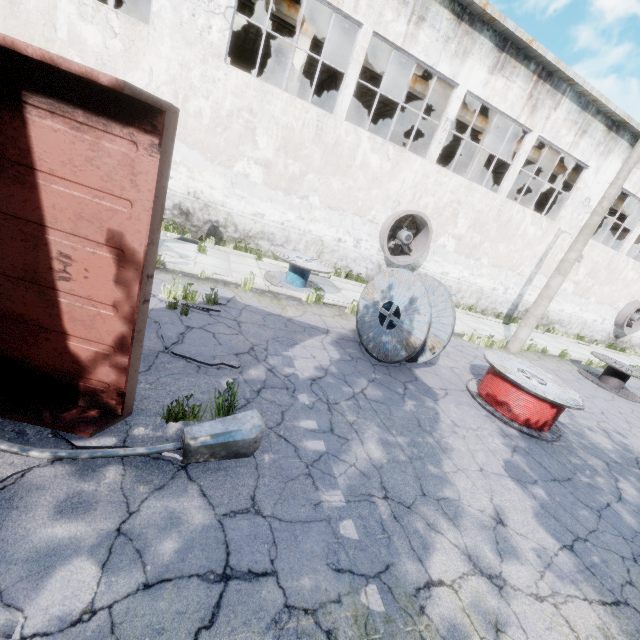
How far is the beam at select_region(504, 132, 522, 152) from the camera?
16.1m

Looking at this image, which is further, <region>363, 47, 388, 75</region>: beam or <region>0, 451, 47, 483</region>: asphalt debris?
<region>363, 47, 388, 75</region>: beam

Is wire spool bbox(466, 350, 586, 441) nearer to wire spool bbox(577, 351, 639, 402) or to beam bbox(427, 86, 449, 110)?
wire spool bbox(577, 351, 639, 402)

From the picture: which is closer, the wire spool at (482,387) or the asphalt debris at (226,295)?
the wire spool at (482,387)

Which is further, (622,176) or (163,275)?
(622,176)

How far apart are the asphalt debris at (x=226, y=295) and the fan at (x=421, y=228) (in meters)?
7.32

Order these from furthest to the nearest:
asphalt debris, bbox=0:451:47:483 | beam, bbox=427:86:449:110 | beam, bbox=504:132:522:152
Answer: beam, bbox=504:132:522:152 < beam, bbox=427:86:449:110 < asphalt debris, bbox=0:451:47:483
